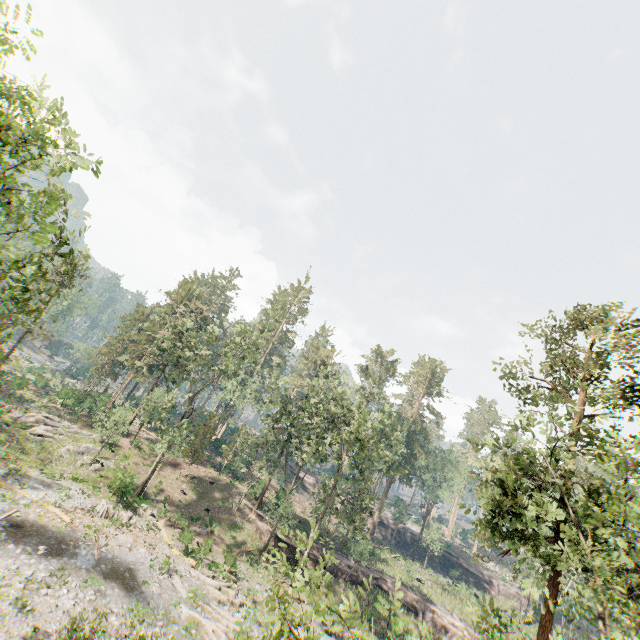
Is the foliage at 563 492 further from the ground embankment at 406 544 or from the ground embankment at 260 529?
the ground embankment at 406 544

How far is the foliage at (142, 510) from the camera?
27.14m

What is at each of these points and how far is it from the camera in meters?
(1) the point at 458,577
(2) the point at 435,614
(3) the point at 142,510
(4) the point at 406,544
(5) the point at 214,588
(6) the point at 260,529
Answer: (1) ground embankment, 53.9 m
(2) ground embankment, 34.5 m
(3) foliage, 29.0 m
(4) ground embankment, 56.6 m
(5) foliage, 23.0 m
(6) ground embankment, 34.8 m

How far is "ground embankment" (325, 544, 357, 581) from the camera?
34.2m

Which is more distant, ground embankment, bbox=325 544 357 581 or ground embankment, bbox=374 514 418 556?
ground embankment, bbox=374 514 418 556

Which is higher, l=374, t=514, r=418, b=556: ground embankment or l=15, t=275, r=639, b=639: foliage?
l=15, t=275, r=639, b=639: foliage

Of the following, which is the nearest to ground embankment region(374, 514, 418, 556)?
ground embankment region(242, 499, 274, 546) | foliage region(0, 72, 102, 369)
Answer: foliage region(0, 72, 102, 369)
